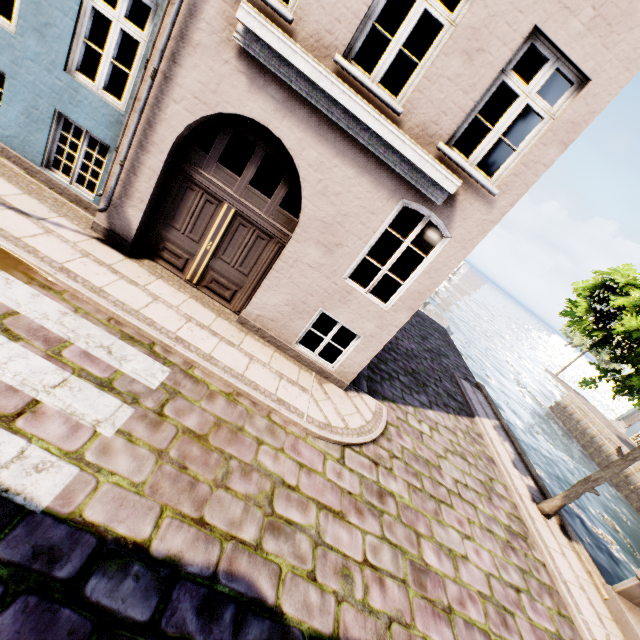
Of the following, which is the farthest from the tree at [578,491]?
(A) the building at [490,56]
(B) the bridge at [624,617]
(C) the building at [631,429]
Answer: (C) the building at [631,429]

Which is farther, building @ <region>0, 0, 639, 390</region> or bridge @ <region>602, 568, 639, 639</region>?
bridge @ <region>602, 568, 639, 639</region>

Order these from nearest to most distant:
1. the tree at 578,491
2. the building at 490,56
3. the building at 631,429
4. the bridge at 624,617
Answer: the building at 490,56
the bridge at 624,617
the tree at 578,491
the building at 631,429

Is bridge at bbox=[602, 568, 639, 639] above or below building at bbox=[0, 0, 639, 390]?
below

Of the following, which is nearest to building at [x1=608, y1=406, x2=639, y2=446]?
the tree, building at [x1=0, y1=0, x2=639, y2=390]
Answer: the tree

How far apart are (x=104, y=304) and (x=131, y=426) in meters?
2.1 m

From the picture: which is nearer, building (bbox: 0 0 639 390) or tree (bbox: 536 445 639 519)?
building (bbox: 0 0 639 390)

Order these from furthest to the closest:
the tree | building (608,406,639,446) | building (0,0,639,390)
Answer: building (608,406,639,446) → the tree → building (0,0,639,390)
